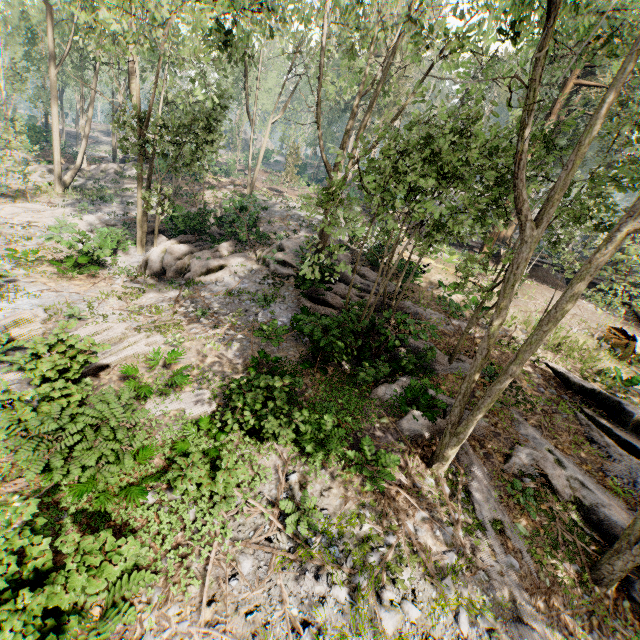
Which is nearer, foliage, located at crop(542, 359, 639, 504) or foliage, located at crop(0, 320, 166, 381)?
foliage, located at crop(0, 320, 166, 381)

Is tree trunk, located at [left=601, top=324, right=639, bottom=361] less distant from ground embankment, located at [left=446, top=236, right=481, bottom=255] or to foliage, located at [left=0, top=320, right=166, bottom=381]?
ground embankment, located at [left=446, top=236, right=481, bottom=255]

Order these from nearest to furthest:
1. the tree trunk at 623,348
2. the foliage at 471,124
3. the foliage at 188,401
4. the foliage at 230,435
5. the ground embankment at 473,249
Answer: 1. the foliage at 471,124
2. the foliage at 230,435
3. the foliage at 188,401
4. the tree trunk at 623,348
5. the ground embankment at 473,249

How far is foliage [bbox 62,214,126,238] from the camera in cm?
1715

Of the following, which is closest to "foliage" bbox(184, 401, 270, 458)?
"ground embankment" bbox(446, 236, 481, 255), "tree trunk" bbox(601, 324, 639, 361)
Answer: "ground embankment" bbox(446, 236, 481, 255)

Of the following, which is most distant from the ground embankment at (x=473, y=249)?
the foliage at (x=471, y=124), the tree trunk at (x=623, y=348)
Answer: the tree trunk at (x=623, y=348)

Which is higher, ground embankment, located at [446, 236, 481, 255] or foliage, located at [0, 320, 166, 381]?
ground embankment, located at [446, 236, 481, 255]

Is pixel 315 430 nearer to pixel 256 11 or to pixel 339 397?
pixel 339 397
